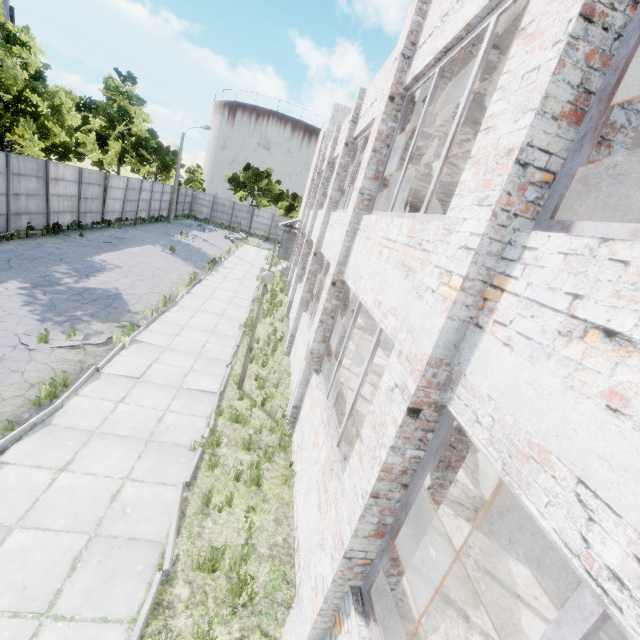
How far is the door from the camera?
25.1m

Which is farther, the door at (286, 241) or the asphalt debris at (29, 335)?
the door at (286, 241)

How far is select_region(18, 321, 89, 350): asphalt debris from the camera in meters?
8.2

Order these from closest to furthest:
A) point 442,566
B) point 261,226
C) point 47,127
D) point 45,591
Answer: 1. point 45,591
2. point 442,566
3. point 47,127
4. point 261,226

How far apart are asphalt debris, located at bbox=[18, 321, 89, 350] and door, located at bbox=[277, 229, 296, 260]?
16.9m

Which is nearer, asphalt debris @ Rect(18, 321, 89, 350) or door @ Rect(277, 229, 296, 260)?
asphalt debris @ Rect(18, 321, 89, 350)

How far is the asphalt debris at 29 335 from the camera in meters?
8.2

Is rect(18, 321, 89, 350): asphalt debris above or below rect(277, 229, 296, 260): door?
below
